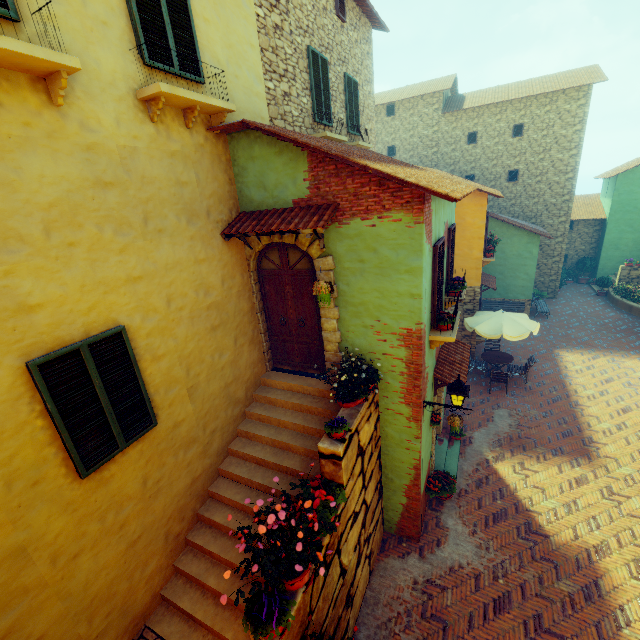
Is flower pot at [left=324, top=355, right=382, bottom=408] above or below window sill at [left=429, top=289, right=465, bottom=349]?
below

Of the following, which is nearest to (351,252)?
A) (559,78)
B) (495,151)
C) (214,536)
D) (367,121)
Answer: (214,536)

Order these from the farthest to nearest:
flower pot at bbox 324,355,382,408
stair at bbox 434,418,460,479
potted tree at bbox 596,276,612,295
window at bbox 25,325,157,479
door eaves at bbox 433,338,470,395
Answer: potted tree at bbox 596,276,612,295 < stair at bbox 434,418,460,479 < door eaves at bbox 433,338,470,395 < flower pot at bbox 324,355,382,408 < window at bbox 25,325,157,479

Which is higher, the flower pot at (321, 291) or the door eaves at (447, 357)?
the flower pot at (321, 291)

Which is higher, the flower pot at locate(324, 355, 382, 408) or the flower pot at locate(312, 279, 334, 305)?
the flower pot at locate(312, 279, 334, 305)

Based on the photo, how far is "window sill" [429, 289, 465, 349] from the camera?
6.27m

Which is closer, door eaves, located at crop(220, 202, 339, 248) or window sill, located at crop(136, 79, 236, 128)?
window sill, located at crop(136, 79, 236, 128)

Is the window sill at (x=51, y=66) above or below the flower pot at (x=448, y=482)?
above
